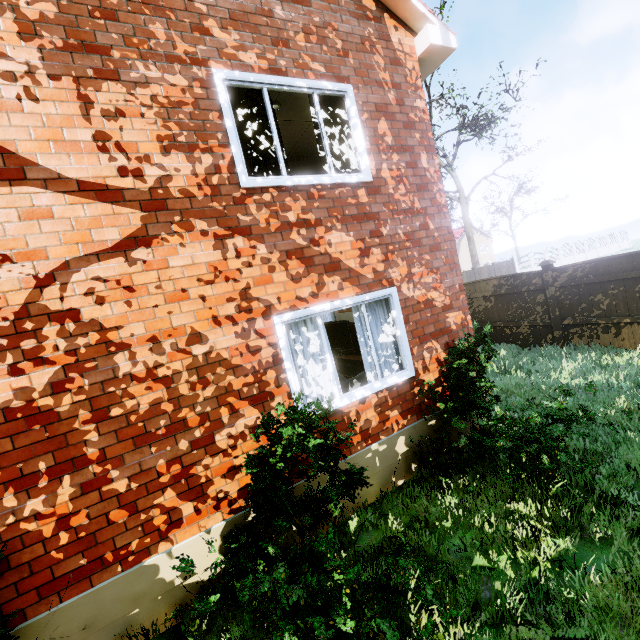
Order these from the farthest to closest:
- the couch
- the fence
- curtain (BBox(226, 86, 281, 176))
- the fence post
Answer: the fence post, the fence, the couch, curtain (BBox(226, 86, 281, 176))

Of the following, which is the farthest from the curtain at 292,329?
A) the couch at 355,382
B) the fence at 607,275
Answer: the fence at 607,275

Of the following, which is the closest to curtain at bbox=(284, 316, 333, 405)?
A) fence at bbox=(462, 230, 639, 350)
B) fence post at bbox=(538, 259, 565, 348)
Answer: fence at bbox=(462, 230, 639, 350)

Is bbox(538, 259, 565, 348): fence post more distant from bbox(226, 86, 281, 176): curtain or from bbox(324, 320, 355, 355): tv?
bbox(226, 86, 281, 176): curtain

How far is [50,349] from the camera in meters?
3.0 m

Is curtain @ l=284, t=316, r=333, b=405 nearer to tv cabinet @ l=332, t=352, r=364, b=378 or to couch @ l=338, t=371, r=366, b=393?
couch @ l=338, t=371, r=366, b=393

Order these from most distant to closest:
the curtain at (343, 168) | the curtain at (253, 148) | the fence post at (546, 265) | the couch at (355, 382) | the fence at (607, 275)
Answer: the fence post at (546, 265)
the fence at (607, 275)
the couch at (355, 382)
the curtain at (343, 168)
the curtain at (253, 148)

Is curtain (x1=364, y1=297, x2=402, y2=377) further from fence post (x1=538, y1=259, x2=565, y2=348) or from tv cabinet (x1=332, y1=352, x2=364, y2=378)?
fence post (x1=538, y1=259, x2=565, y2=348)
